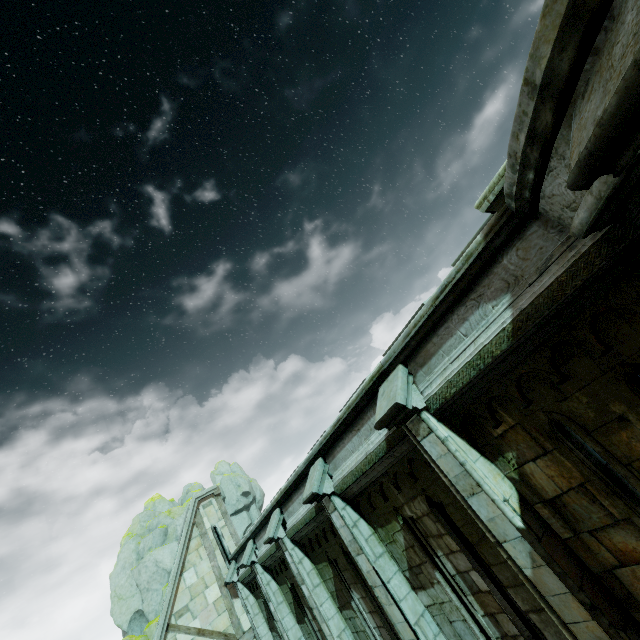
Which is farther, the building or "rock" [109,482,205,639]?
"rock" [109,482,205,639]

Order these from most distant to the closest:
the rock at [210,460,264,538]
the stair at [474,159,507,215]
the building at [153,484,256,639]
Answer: the rock at [210,460,264,538], the building at [153,484,256,639], the stair at [474,159,507,215]

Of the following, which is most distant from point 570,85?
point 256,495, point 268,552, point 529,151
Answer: point 256,495

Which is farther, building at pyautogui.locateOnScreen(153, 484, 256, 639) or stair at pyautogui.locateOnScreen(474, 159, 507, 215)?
building at pyautogui.locateOnScreen(153, 484, 256, 639)

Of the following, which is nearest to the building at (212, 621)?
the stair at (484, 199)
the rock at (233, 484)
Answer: the rock at (233, 484)

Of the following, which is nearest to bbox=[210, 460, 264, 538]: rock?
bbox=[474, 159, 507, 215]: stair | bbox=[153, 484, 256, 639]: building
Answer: bbox=[153, 484, 256, 639]: building
